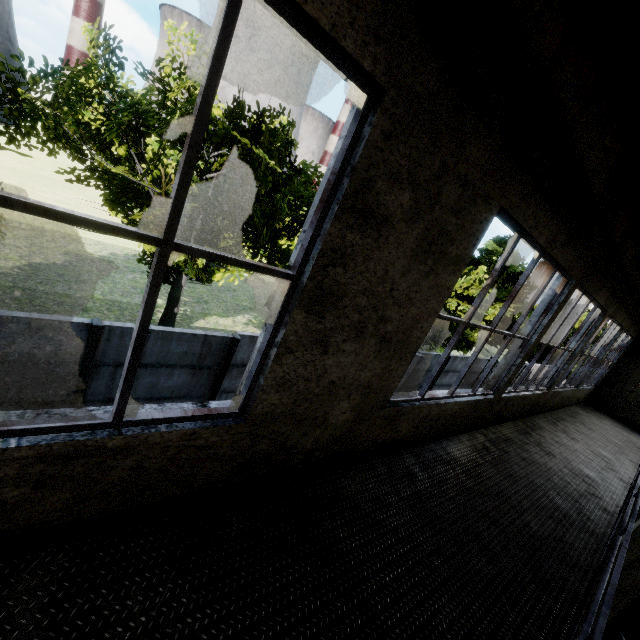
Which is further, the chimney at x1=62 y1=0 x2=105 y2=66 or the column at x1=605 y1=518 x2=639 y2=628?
the chimney at x1=62 y1=0 x2=105 y2=66

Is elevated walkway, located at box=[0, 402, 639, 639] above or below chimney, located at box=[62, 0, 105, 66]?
below

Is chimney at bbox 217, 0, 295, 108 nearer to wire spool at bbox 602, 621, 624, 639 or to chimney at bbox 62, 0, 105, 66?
chimney at bbox 62, 0, 105, 66

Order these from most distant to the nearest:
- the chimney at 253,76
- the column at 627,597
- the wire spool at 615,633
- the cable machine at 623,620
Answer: the chimney at 253,76
the cable machine at 623,620
the wire spool at 615,633
the column at 627,597

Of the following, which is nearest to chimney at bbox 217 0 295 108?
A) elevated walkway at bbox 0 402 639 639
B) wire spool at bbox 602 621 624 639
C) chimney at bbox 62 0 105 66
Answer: chimney at bbox 62 0 105 66

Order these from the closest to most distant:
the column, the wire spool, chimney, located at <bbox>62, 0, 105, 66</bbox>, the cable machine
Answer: the column → the wire spool → the cable machine → chimney, located at <bbox>62, 0, 105, 66</bbox>

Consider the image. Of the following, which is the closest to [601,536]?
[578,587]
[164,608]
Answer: [578,587]

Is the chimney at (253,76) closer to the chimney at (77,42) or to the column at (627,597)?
the chimney at (77,42)
